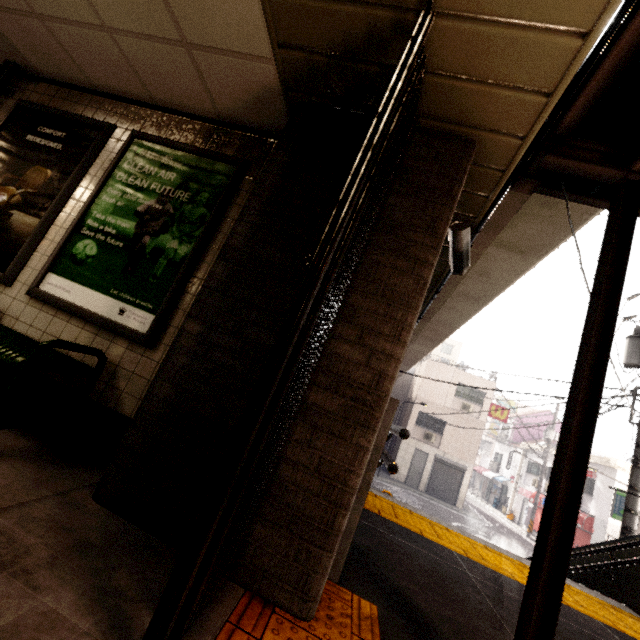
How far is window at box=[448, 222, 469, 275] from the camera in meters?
2.9

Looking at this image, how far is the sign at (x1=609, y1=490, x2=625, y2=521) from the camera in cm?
1537

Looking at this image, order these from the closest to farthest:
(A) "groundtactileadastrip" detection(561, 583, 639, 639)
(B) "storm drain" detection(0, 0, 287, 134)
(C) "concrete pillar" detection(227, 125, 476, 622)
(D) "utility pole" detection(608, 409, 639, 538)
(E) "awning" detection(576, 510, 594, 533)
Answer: (C) "concrete pillar" detection(227, 125, 476, 622)
(B) "storm drain" detection(0, 0, 287, 134)
(A) "groundtactileadastrip" detection(561, 583, 639, 639)
(D) "utility pole" detection(608, 409, 639, 538)
(E) "awning" detection(576, 510, 594, 533)

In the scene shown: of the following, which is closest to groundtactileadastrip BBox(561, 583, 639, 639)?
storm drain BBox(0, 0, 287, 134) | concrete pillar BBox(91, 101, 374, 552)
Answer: concrete pillar BBox(91, 101, 374, 552)

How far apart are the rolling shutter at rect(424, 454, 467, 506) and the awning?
5.86m

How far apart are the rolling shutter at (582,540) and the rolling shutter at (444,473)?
6.43m

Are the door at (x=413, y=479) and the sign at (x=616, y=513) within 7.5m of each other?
no

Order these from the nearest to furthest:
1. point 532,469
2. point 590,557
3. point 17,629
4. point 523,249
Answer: point 17,629
point 590,557
point 523,249
point 532,469
